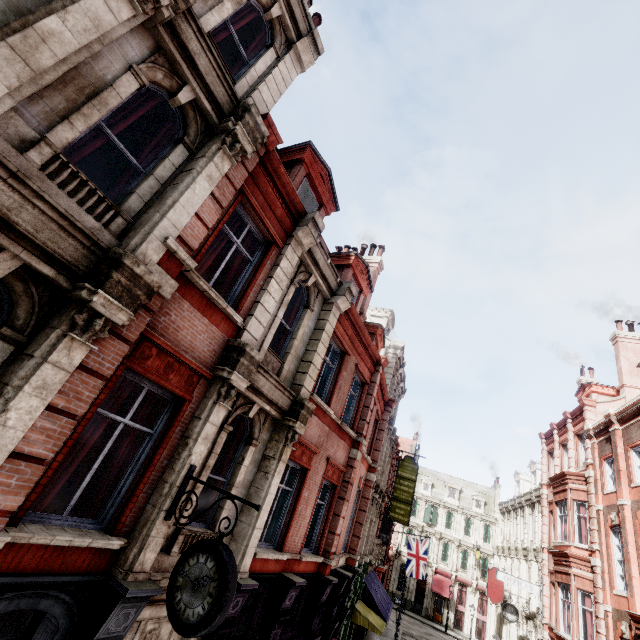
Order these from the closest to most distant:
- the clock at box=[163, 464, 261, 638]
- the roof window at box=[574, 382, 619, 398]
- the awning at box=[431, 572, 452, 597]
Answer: the clock at box=[163, 464, 261, 638] → the roof window at box=[574, 382, 619, 398] → the awning at box=[431, 572, 452, 597]

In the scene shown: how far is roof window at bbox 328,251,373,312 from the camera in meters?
13.1

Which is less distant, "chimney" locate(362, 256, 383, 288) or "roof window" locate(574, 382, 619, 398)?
"chimney" locate(362, 256, 383, 288)

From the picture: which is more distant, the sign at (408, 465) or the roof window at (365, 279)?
the sign at (408, 465)

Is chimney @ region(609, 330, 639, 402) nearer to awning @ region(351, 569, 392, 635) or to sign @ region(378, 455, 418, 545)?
sign @ region(378, 455, 418, 545)

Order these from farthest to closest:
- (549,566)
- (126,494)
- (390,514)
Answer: (390,514), (549,566), (126,494)

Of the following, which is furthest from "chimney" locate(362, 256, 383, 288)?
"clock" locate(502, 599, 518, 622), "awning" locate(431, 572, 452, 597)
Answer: "awning" locate(431, 572, 452, 597)

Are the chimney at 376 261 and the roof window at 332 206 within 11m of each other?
yes
